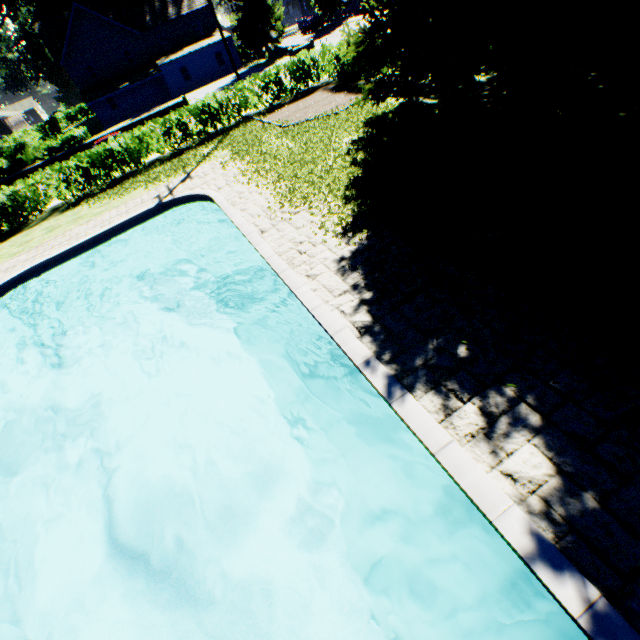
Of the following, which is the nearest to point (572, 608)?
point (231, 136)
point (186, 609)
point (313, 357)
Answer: point (186, 609)

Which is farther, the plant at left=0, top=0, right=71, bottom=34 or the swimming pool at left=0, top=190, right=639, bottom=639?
the plant at left=0, top=0, right=71, bottom=34

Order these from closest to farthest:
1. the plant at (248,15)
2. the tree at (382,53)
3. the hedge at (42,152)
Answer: the tree at (382,53)
the hedge at (42,152)
the plant at (248,15)

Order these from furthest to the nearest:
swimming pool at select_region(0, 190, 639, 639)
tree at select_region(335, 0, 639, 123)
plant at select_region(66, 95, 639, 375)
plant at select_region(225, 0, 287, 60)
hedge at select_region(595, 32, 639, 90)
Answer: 1. plant at select_region(225, 0, 287, 60)
2. hedge at select_region(595, 32, 639, 90)
3. tree at select_region(335, 0, 639, 123)
4. plant at select_region(66, 95, 639, 375)
5. swimming pool at select_region(0, 190, 639, 639)

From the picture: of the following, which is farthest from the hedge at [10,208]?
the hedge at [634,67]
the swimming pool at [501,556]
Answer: the swimming pool at [501,556]

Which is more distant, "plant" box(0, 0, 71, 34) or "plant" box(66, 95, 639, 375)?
"plant" box(0, 0, 71, 34)

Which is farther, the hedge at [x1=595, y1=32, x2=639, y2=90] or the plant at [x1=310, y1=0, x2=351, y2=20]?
the plant at [x1=310, y1=0, x2=351, y2=20]
